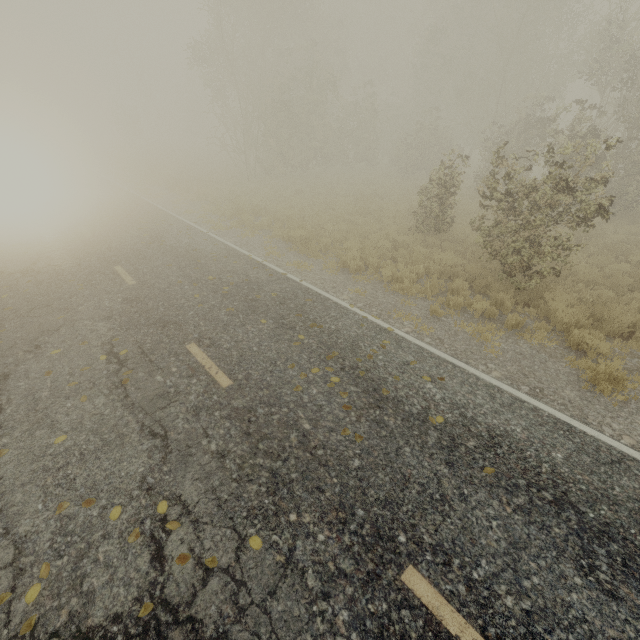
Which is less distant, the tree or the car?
the tree

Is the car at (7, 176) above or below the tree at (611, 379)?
above

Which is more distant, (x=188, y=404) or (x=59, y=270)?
(x=59, y=270)

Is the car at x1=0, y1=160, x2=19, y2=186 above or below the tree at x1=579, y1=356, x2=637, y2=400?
above

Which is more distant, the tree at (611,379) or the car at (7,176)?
the car at (7,176)
